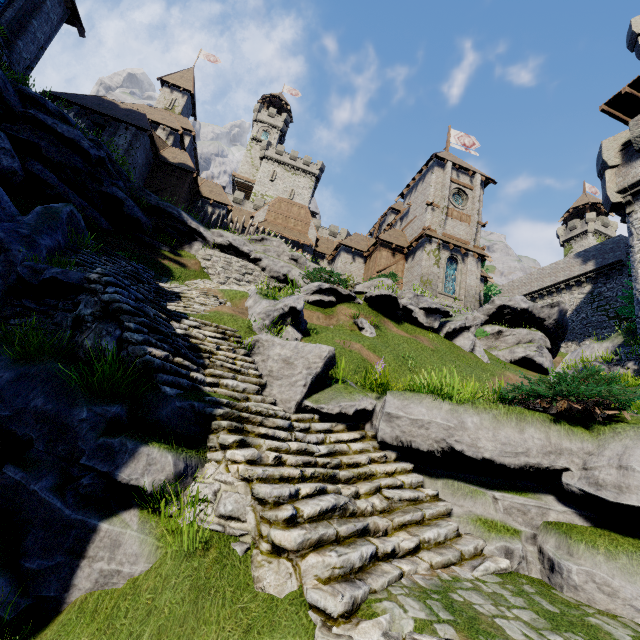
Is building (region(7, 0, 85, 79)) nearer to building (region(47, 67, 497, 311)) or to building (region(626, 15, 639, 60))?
building (region(47, 67, 497, 311))

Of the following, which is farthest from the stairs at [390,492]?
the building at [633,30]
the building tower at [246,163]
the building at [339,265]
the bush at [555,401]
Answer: the building tower at [246,163]

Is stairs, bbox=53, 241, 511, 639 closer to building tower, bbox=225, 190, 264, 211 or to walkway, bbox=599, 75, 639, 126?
walkway, bbox=599, 75, 639, 126

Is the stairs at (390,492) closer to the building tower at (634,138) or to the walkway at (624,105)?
the building tower at (634,138)

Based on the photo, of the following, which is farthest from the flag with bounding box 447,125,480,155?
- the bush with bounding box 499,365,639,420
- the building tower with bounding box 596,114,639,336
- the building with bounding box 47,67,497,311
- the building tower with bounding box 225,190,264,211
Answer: the bush with bounding box 499,365,639,420

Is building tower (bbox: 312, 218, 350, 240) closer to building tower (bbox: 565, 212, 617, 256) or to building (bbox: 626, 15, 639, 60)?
building (bbox: 626, 15, 639, 60)

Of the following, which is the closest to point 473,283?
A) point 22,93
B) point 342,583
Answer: point 342,583

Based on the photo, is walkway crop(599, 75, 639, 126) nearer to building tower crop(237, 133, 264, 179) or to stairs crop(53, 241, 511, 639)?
stairs crop(53, 241, 511, 639)
